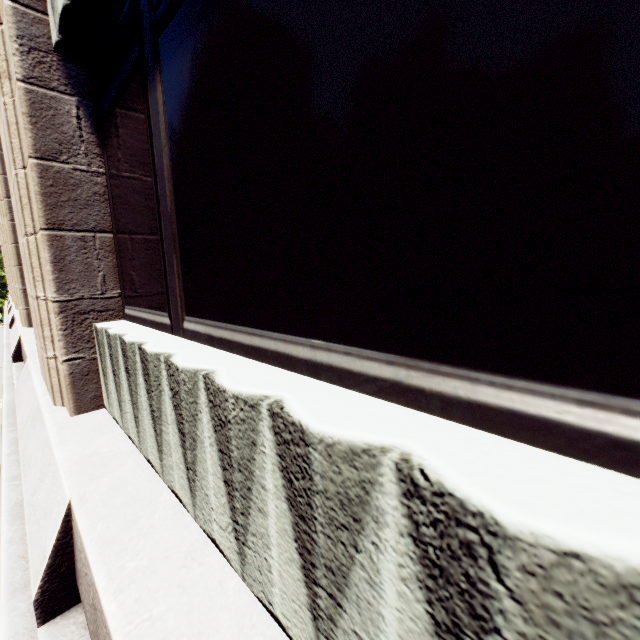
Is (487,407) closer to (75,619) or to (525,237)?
(525,237)
